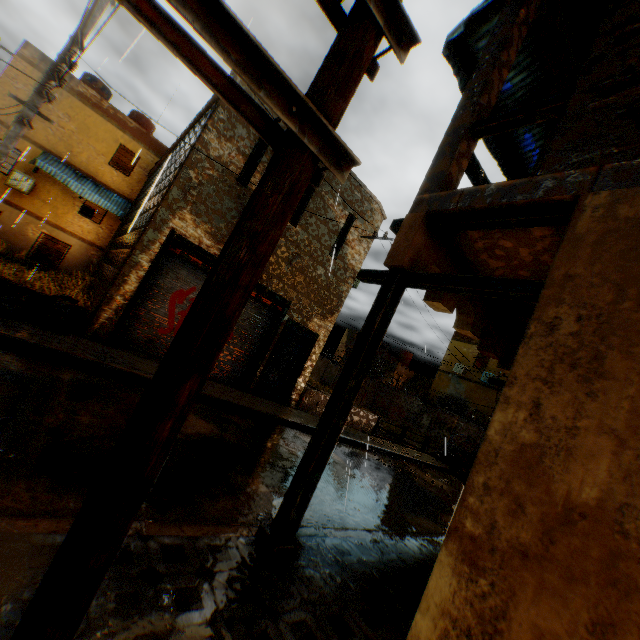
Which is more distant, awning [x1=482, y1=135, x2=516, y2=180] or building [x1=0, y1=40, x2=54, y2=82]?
building [x1=0, y1=40, x2=54, y2=82]

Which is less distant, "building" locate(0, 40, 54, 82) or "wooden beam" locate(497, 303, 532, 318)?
"wooden beam" locate(497, 303, 532, 318)

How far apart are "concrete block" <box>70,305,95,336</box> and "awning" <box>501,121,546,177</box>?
2.6 meters

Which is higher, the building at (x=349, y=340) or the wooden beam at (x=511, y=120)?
the building at (x=349, y=340)

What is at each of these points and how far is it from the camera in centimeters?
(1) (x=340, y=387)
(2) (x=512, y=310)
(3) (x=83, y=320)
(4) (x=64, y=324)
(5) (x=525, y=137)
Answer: (1) wooden beam, 343cm
(2) wooden beam, 470cm
(3) concrete block, 771cm
(4) trash bag, 714cm
(5) awning, 671cm

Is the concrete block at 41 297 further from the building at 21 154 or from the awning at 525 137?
the awning at 525 137

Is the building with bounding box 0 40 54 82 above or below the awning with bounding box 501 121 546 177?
above

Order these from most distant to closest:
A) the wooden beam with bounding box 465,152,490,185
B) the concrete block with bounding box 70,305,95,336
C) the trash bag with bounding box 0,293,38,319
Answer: the concrete block with bounding box 70,305,95,336 < the trash bag with bounding box 0,293,38,319 < the wooden beam with bounding box 465,152,490,185
